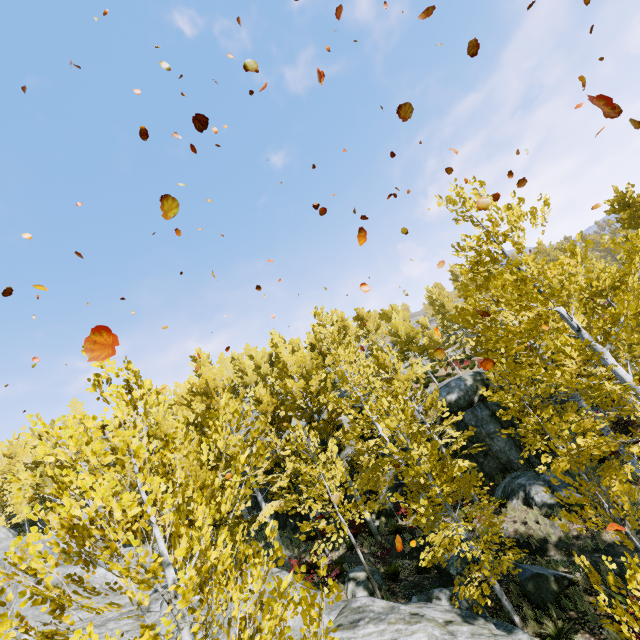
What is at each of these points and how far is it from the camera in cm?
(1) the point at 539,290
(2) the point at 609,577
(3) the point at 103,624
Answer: (1) instancedfoliageactor, 795
(2) instancedfoliageactor, 385
(3) rock, 1391

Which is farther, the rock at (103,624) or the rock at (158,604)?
the rock at (158,604)

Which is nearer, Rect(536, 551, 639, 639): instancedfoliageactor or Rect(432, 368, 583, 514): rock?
Rect(536, 551, 639, 639): instancedfoliageactor

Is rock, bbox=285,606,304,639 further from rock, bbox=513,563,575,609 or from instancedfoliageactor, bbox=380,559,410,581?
rock, bbox=513,563,575,609

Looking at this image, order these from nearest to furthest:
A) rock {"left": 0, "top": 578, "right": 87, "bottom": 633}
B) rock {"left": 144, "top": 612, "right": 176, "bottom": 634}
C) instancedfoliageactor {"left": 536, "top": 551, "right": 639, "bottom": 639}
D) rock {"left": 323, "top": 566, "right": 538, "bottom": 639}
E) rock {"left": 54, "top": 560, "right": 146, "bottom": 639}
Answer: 1. instancedfoliageactor {"left": 536, "top": 551, "right": 639, "bottom": 639}
2. rock {"left": 323, "top": 566, "right": 538, "bottom": 639}
3. rock {"left": 144, "top": 612, "right": 176, "bottom": 634}
4. rock {"left": 54, "top": 560, "right": 146, "bottom": 639}
5. rock {"left": 0, "top": 578, "right": 87, "bottom": 633}

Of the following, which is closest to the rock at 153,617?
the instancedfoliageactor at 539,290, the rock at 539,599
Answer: the instancedfoliageactor at 539,290

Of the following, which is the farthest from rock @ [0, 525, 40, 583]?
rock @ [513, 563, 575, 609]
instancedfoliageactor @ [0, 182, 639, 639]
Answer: rock @ [513, 563, 575, 609]
